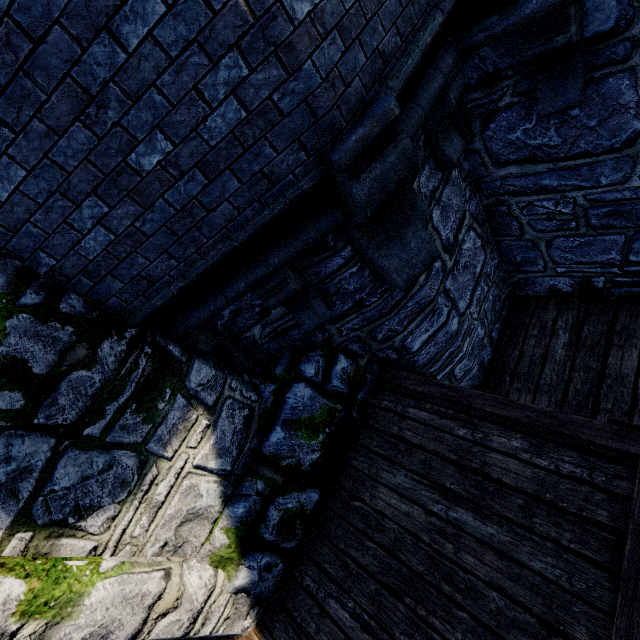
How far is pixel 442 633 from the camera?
2.3 meters
